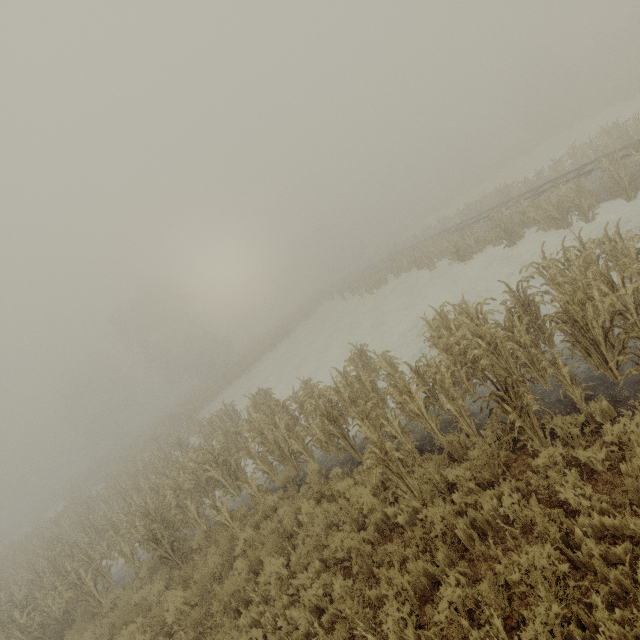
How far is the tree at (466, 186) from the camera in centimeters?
4872cm

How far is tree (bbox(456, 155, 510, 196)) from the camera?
48.7 meters

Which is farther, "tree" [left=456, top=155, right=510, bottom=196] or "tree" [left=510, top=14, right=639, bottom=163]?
"tree" [left=456, top=155, right=510, bottom=196]

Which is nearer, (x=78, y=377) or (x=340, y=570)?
(x=340, y=570)

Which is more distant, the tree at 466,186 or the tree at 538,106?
the tree at 466,186
